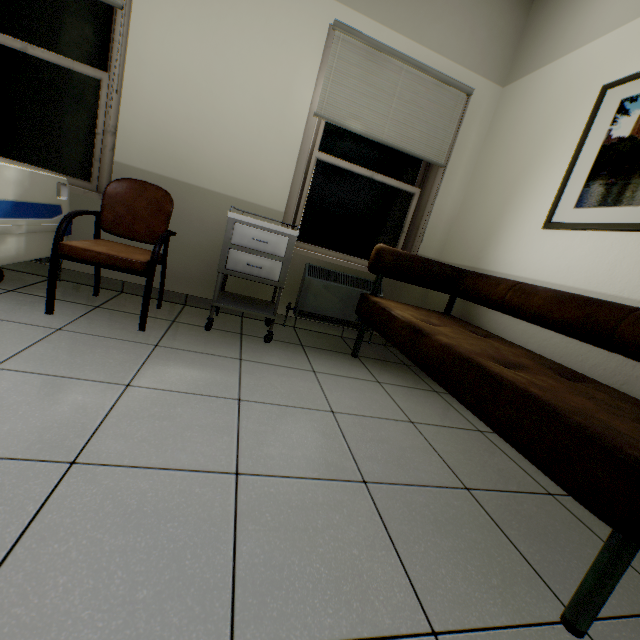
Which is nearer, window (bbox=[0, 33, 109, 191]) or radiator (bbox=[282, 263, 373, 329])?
window (bbox=[0, 33, 109, 191])

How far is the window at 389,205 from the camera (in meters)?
2.93

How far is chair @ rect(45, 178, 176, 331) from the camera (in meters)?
1.86

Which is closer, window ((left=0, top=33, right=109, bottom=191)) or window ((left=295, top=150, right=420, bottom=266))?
window ((left=0, top=33, right=109, bottom=191))

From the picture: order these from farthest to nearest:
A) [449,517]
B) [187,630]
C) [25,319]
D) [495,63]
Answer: [495,63]
[25,319]
[449,517]
[187,630]

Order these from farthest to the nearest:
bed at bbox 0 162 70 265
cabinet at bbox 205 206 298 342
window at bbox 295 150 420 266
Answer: window at bbox 295 150 420 266 < cabinet at bbox 205 206 298 342 < bed at bbox 0 162 70 265

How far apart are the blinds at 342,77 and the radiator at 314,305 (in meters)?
0.92

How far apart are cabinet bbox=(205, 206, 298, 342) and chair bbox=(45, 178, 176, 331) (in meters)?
0.40
